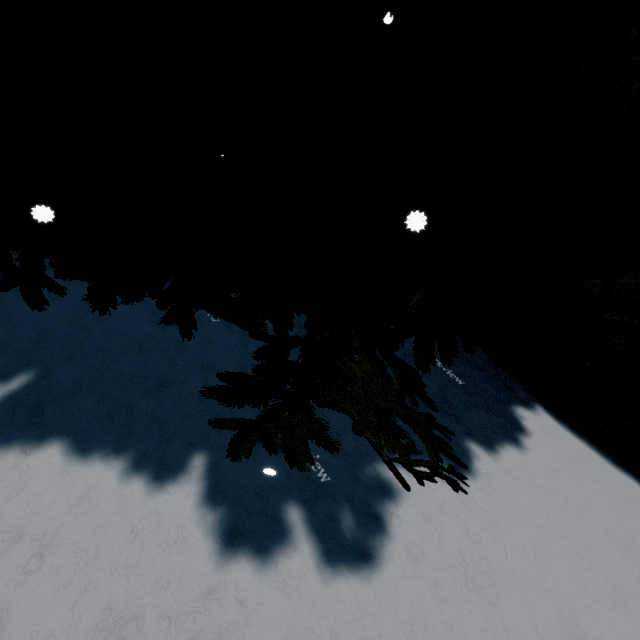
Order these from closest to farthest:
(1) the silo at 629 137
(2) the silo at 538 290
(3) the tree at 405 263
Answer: (3) the tree at 405 263, (1) the silo at 629 137, (2) the silo at 538 290

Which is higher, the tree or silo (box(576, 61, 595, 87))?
silo (box(576, 61, 595, 87))

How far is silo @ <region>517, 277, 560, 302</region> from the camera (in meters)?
4.32

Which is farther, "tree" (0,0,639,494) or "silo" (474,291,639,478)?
"silo" (474,291,639,478)

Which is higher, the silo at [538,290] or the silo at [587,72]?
the silo at [587,72]

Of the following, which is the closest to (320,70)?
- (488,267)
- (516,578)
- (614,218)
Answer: (488,267)

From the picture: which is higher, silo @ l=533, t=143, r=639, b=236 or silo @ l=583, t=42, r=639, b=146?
silo @ l=583, t=42, r=639, b=146

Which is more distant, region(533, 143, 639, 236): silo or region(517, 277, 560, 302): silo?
region(517, 277, 560, 302): silo
